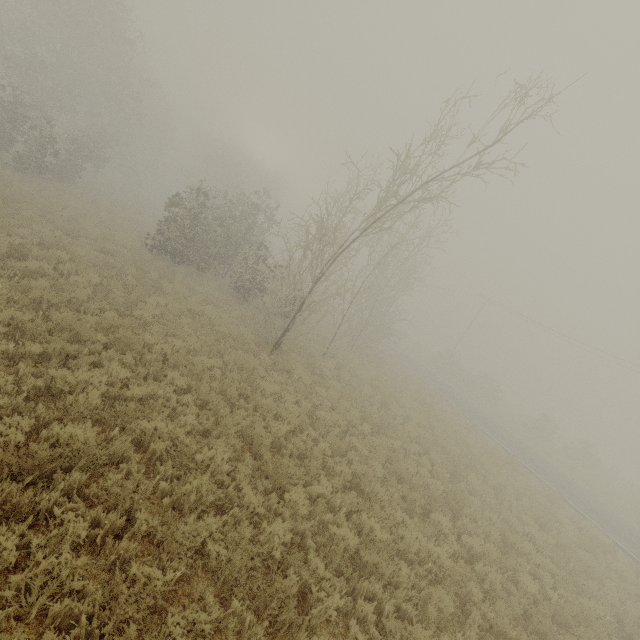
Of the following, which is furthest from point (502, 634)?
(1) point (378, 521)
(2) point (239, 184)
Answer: (2) point (239, 184)

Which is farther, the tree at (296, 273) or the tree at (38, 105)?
the tree at (38, 105)

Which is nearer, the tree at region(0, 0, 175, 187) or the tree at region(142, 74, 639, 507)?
the tree at region(142, 74, 639, 507)
